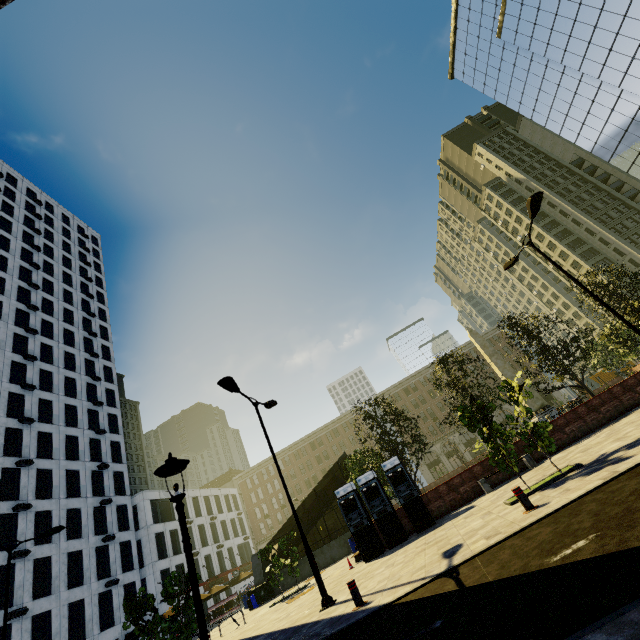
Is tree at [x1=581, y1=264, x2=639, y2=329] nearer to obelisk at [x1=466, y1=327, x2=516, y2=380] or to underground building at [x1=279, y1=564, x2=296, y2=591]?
underground building at [x1=279, y1=564, x2=296, y2=591]

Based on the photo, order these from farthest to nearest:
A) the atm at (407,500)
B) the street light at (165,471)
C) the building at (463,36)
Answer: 1. the building at (463,36)
2. the atm at (407,500)
3. the street light at (165,471)

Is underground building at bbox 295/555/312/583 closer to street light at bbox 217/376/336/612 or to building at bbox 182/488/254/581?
building at bbox 182/488/254/581

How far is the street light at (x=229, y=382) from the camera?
10.41m

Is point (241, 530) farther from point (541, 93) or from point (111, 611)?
point (541, 93)

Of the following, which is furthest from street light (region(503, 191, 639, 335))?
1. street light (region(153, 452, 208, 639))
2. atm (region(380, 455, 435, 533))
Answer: street light (region(153, 452, 208, 639))

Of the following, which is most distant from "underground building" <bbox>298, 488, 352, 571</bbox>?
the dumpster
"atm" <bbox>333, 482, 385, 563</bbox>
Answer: "atm" <bbox>333, 482, 385, 563</bbox>

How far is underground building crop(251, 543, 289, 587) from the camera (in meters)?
25.36
